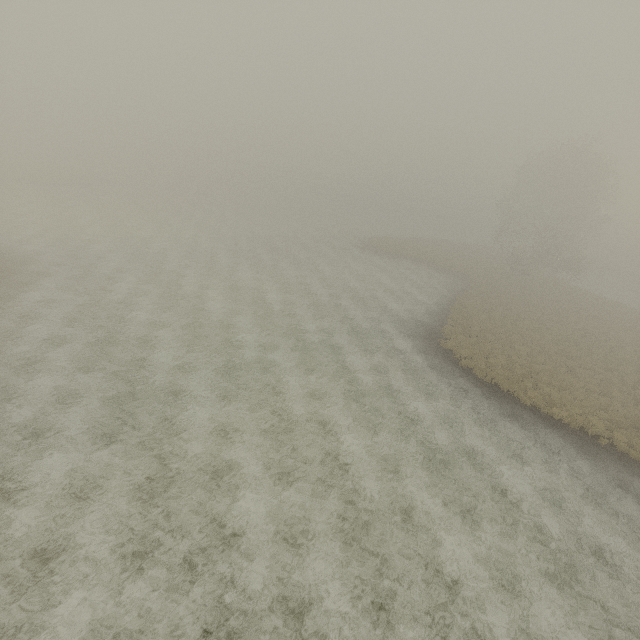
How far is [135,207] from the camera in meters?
48.0
